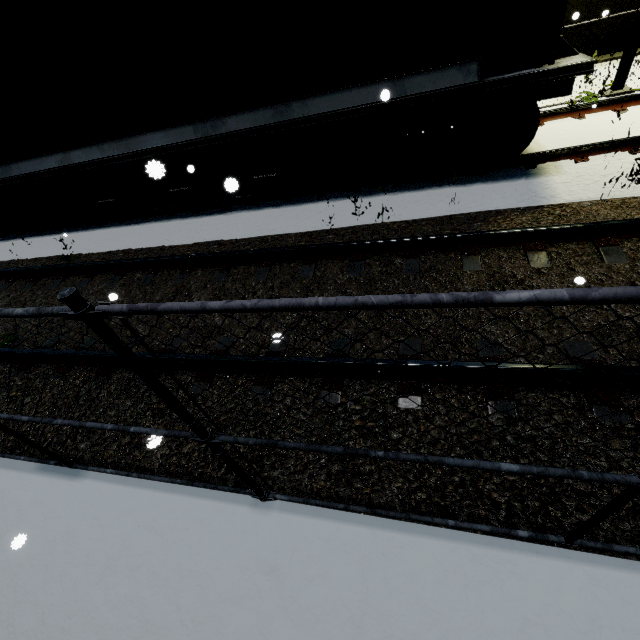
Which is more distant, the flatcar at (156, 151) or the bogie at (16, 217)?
the bogie at (16, 217)

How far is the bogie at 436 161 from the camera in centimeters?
486cm

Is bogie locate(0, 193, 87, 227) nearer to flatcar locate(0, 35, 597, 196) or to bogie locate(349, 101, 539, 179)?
→ flatcar locate(0, 35, 597, 196)

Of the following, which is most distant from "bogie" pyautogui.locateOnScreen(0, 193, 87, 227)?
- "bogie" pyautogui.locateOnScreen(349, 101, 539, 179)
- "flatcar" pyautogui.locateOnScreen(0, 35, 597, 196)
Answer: "bogie" pyautogui.locateOnScreen(349, 101, 539, 179)

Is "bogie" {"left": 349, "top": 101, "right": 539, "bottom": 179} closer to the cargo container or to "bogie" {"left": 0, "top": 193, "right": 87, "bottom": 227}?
the cargo container

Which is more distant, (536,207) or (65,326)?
(536,207)
